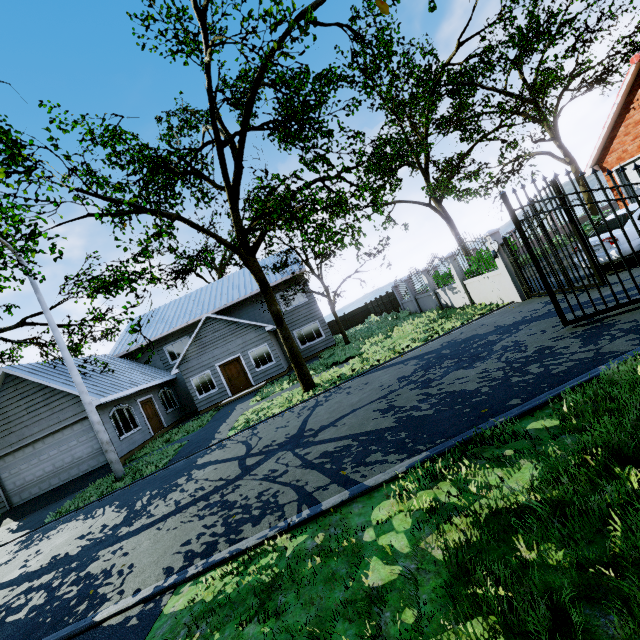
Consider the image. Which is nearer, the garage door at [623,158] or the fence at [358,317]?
the garage door at [623,158]

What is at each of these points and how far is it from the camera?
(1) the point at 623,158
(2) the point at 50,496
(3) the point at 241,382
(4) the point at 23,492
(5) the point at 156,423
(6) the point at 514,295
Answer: (1) garage door, 13.10m
(2) garage entrance, 14.30m
(3) door, 20.45m
(4) garage door, 15.16m
(5) door, 19.33m
(6) fence, 10.97m

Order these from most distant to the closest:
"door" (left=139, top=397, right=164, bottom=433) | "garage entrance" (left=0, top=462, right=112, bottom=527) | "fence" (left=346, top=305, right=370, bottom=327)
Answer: "fence" (left=346, top=305, right=370, bottom=327)
"door" (left=139, top=397, right=164, bottom=433)
"garage entrance" (left=0, top=462, right=112, bottom=527)

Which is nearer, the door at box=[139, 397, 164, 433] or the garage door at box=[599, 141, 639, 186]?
the garage door at box=[599, 141, 639, 186]

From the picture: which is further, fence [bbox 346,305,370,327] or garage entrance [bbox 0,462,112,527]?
fence [bbox 346,305,370,327]

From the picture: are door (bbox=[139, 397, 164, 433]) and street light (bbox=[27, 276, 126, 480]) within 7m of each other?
yes

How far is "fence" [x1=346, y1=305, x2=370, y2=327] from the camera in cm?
3662
